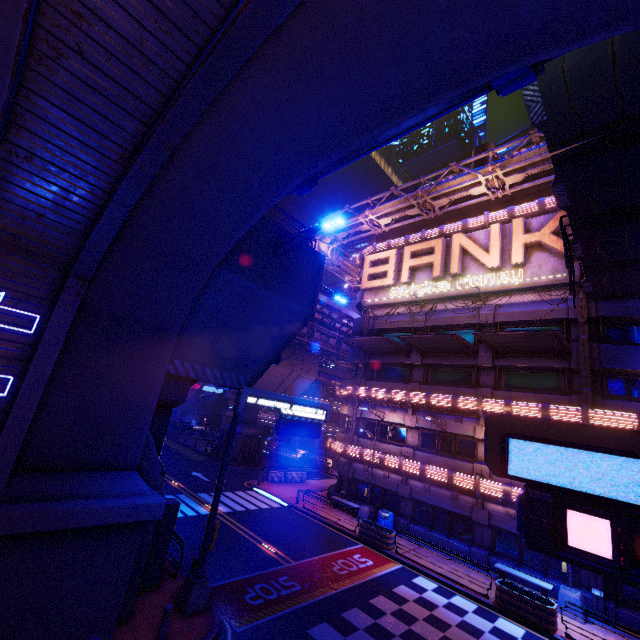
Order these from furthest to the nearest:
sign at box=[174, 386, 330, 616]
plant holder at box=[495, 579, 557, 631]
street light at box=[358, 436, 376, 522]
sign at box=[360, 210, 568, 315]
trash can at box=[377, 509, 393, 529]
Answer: street light at box=[358, 436, 376, 522]
trash can at box=[377, 509, 393, 529]
sign at box=[360, 210, 568, 315]
plant holder at box=[495, 579, 557, 631]
sign at box=[174, 386, 330, 616]

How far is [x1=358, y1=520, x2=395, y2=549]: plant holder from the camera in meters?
18.3 m

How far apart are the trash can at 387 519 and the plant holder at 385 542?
1.2 meters

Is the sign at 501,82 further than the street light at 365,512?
No

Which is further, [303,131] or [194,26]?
[303,131]

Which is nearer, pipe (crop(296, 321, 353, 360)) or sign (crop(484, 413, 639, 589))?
sign (crop(484, 413, 639, 589))

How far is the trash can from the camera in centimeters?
2127cm

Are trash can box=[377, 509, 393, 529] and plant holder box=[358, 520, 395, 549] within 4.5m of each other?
yes
